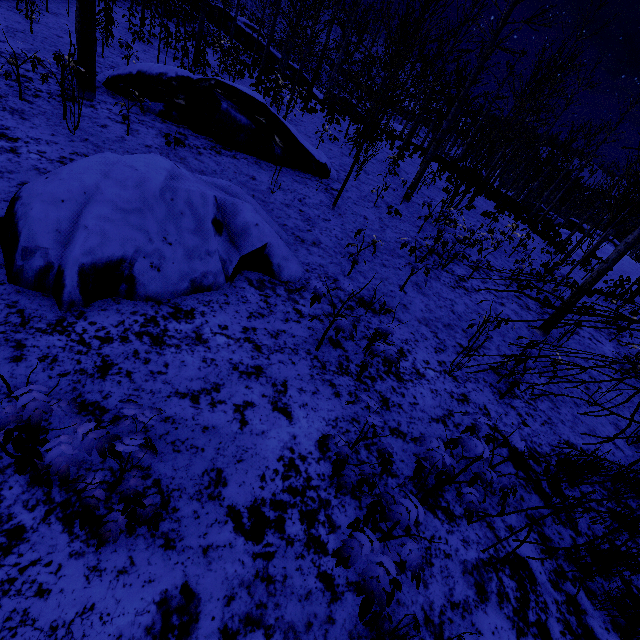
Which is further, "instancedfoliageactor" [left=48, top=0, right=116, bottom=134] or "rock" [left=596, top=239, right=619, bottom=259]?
"rock" [left=596, top=239, right=619, bottom=259]

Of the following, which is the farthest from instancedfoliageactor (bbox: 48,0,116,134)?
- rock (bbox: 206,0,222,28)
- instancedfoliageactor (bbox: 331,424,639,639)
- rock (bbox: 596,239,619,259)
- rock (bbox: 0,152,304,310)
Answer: rock (bbox: 596,239,619,259)

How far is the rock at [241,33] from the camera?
35.7 meters

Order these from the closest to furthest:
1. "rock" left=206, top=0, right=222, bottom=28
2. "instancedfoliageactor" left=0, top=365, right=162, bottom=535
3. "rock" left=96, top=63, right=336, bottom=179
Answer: "instancedfoliageactor" left=0, top=365, right=162, bottom=535 → "rock" left=96, top=63, right=336, bottom=179 → "rock" left=206, top=0, right=222, bottom=28

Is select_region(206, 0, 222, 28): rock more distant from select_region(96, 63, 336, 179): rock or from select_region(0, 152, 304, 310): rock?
select_region(0, 152, 304, 310): rock

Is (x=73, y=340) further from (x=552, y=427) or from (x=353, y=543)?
(x=552, y=427)

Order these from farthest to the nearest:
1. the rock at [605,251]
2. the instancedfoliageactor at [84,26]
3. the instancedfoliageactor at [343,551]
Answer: the rock at [605,251], the instancedfoliageactor at [84,26], the instancedfoliageactor at [343,551]

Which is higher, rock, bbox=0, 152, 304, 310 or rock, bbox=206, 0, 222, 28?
rock, bbox=206, 0, 222, 28
